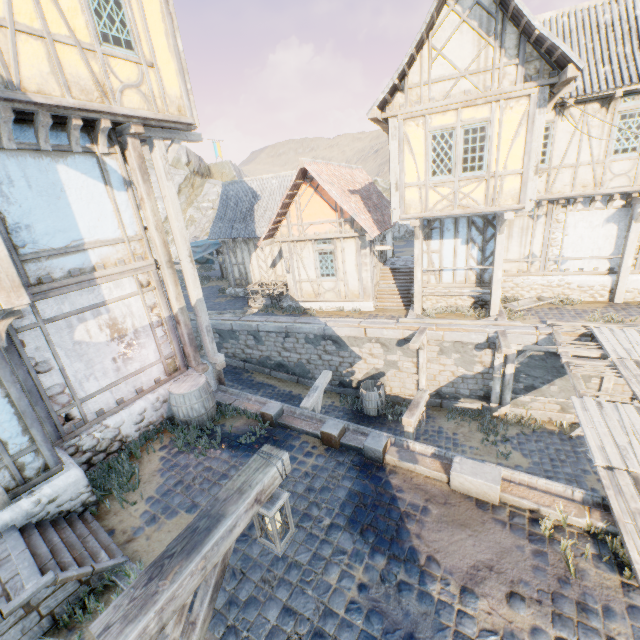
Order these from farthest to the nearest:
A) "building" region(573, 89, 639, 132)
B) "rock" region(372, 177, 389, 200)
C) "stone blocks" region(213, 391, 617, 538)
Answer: "rock" region(372, 177, 389, 200), "building" region(573, 89, 639, 132), "stone blocks" region(213, 391, 617, 538)

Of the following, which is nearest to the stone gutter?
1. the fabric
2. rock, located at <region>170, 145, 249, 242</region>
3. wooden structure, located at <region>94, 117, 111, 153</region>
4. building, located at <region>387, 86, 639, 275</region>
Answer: wooden structure, located at <region>94, 117, 111, 153</region>

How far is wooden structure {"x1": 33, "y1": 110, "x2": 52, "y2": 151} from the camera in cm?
542

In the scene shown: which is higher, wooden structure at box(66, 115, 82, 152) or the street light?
wooden structure at box(66, 115, 82, 152)

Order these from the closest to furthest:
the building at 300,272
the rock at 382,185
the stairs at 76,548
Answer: the stairs at 76,548
the building at 300,272
the rock at 382,185

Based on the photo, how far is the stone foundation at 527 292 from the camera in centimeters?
1230cm

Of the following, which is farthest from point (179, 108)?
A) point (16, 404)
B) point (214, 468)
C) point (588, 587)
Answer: point (588, 587)

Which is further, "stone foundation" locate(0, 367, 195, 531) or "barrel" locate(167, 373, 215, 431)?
"barrel" locate(167, 373, 215, 431)
